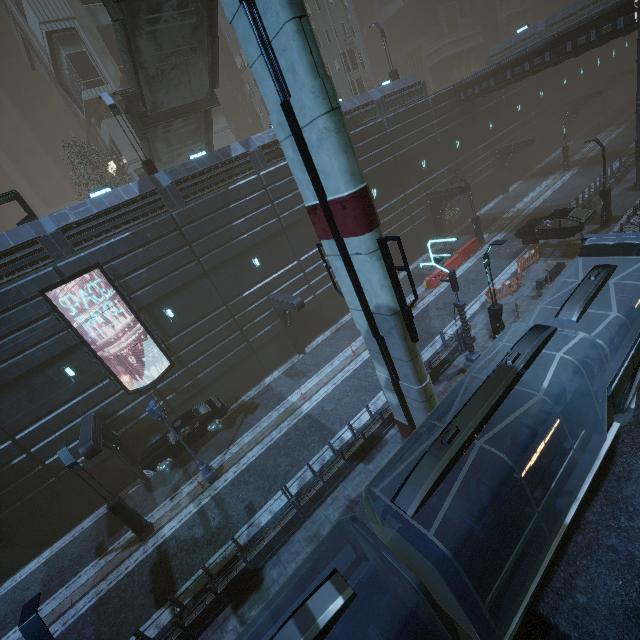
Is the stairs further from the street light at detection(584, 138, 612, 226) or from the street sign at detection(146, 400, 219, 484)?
the street light at detection(584, 138, 612, 226)

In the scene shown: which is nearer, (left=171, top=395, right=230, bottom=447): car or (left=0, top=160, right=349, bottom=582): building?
(left=0, top=160, right=349, bottom=582): building

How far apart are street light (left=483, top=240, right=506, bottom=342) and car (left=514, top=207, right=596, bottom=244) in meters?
9.5

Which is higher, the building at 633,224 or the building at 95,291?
the building at 95,291

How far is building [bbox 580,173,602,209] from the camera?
23.6m

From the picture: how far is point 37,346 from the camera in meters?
15.2

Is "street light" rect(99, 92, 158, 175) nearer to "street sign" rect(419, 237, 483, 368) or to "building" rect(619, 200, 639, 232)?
"building" rect(619, 200, 639, 232)

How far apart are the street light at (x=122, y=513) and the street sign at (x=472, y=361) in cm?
1651
